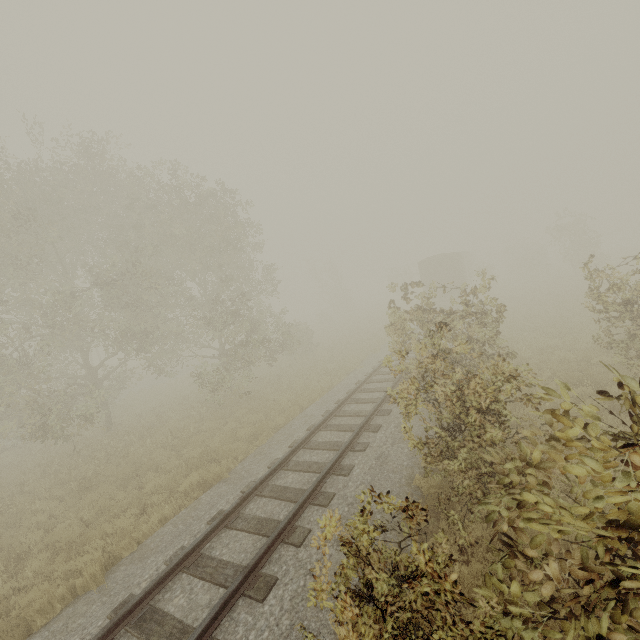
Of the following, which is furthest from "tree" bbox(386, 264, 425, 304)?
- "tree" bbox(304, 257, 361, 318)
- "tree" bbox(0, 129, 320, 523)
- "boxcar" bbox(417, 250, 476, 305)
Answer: "tree" bbox(304, 257, 361, 318)

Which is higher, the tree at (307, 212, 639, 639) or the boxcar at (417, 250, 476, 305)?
the boxcar at (417, 250, 476, 305)

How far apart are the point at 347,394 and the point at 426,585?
10.44m

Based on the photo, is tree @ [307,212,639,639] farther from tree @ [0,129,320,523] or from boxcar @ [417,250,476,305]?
tree @ [0,129,320,523]

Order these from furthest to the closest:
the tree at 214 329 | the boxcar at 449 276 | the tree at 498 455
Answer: the boxcar at 449 276 → the tree at 214 329 → the tree at 498 455

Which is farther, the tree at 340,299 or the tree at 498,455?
the tree at 340,299

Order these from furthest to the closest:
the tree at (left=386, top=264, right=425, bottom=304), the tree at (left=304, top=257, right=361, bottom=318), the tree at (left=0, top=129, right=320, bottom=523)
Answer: the tree at (left=304, top=257, right=361, bottom=318) → the tree at (left=0, top=129, right=320, bottom=523) → the tree at (left=386, top=264, right=425, bottom=304)

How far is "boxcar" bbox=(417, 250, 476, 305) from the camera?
28.97m
